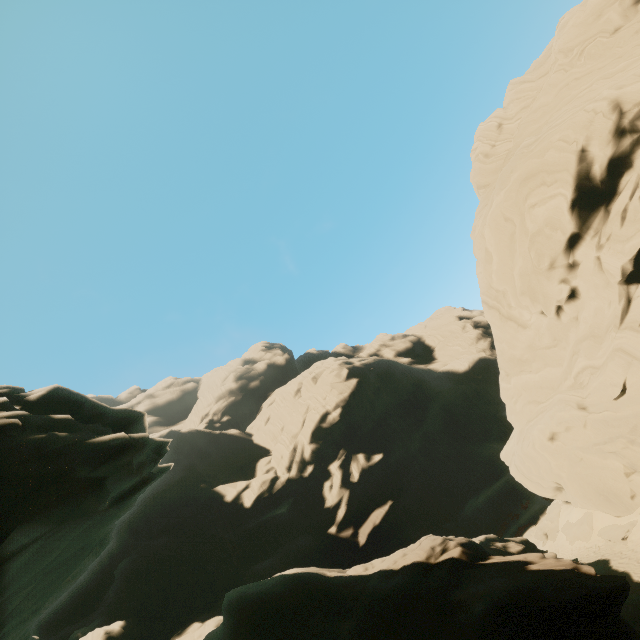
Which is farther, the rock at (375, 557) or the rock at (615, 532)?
the rock at (615, 532)

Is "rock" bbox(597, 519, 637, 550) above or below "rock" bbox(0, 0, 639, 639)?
below

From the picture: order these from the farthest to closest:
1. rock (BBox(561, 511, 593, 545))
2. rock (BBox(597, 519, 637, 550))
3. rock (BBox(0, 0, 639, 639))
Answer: rock (BBox(561, 511, 593, 545))
rock (BBox(597, 519, 637, 550))
rock (BBox(0, 0, 639, 639))

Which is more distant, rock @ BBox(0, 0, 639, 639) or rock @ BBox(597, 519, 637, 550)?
rock @ BBox(597, 519, 637, 550)

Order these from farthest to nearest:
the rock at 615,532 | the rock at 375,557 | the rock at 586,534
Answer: the rock at 586,534 < the rock at 615,532 < the rock at 375,557

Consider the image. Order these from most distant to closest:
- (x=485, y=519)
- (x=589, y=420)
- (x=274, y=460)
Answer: (x=274, y=460), (x=485, y=519), (x=589, y=420)
